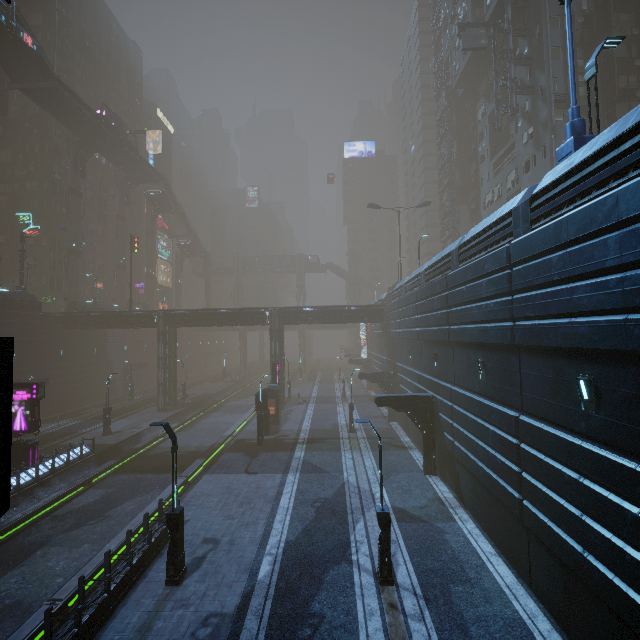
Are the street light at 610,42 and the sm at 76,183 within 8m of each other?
no

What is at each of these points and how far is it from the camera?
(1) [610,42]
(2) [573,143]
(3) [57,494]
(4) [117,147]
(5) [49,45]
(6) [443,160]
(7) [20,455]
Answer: (1) street light, 11.34m
(2) street sign, 9.88m
(3) train rail, 19.08m
(4) bridge, 49.19m
(5) building, 50.41m
(6) building structure, 49.28m
(7) sign, 20.55m

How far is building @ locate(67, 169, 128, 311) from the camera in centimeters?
4364cm

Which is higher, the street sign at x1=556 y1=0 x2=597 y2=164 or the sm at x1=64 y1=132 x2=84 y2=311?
the sm at x1=64 y1=132 x2=84 y2=311

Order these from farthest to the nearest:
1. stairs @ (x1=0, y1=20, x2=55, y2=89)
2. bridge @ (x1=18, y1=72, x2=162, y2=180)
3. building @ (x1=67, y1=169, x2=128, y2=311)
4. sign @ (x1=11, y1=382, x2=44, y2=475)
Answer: building @ (x1=67, y1=169, x2=128, y2=311), bridge @ (x1=18, y1=72, x2=162, y2=180), stairs @ (x1=0, y1=20, x2=55, y2=89), sign @ (x1=11, y1=382, x2=44, y2=475)

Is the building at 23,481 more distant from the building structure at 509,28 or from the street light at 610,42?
the street light at 610,42

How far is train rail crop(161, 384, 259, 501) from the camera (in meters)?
23.00

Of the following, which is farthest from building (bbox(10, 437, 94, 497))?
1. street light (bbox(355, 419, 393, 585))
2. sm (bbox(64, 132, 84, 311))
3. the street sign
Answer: street light (bbox(355, 419, 393, 585))
